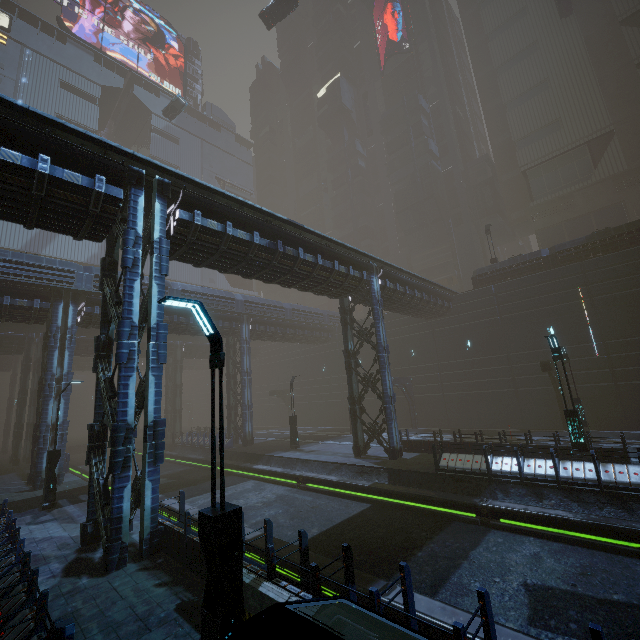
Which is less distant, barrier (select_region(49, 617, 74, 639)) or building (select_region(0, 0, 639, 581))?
barrier (select_region(49, 617, 74, 639))

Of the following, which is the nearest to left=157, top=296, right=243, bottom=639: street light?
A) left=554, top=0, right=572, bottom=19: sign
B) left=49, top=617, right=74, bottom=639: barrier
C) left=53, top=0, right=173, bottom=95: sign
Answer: left=49, top=617, right=74, bottom=639: barrier

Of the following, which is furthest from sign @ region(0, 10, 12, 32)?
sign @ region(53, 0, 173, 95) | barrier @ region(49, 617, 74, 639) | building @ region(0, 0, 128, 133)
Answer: barrier @ region(49, 617, 74, 639)

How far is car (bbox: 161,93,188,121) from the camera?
42.56m

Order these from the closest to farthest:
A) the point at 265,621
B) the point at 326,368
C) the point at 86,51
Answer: the point at 265,621 < the point at 326,368 < the point at 86,51

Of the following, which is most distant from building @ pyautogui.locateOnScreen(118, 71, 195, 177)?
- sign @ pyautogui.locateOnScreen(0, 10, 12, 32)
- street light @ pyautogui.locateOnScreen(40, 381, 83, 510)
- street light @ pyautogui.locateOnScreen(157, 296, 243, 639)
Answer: street light @ pyautogui.locateOnScreen(40, 381, 83, 510)

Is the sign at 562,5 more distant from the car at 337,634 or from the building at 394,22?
the car at 337,634

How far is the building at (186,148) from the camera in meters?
55.5
